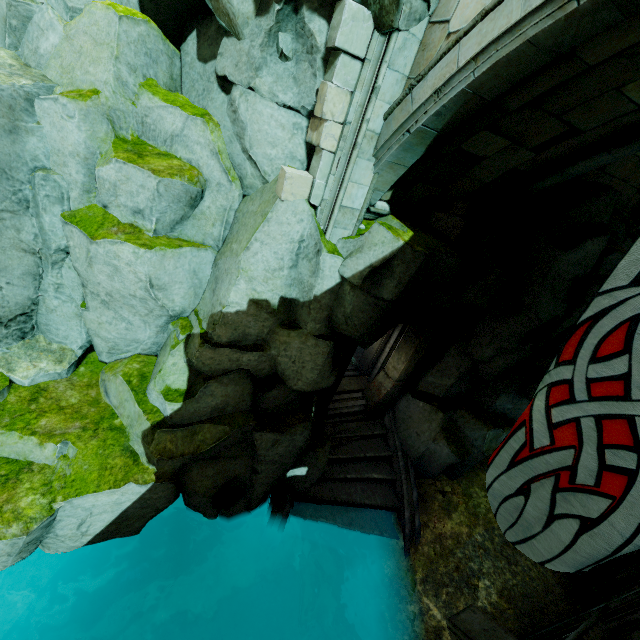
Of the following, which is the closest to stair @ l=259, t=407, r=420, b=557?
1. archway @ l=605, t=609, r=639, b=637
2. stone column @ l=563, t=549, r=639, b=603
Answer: archway @ l=605, t=609, r=639, b=637

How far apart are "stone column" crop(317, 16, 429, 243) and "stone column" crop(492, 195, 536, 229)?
3.3 meters

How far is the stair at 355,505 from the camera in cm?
892

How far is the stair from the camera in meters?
8.9 m

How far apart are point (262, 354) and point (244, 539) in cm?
563

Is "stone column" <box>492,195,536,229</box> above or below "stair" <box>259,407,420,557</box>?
above

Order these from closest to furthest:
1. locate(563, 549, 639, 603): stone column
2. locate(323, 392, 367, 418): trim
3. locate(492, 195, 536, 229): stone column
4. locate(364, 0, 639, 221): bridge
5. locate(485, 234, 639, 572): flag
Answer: locate(485, 234, 639, 572): flag, locate(364, 0, 639, 221): bridge, locate(492, 195, 536, 229): stone column, locate(563, 549, 639, 603): stone column, locate(323, 392, 367, 418): trim

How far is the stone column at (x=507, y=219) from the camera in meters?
7.2 m
